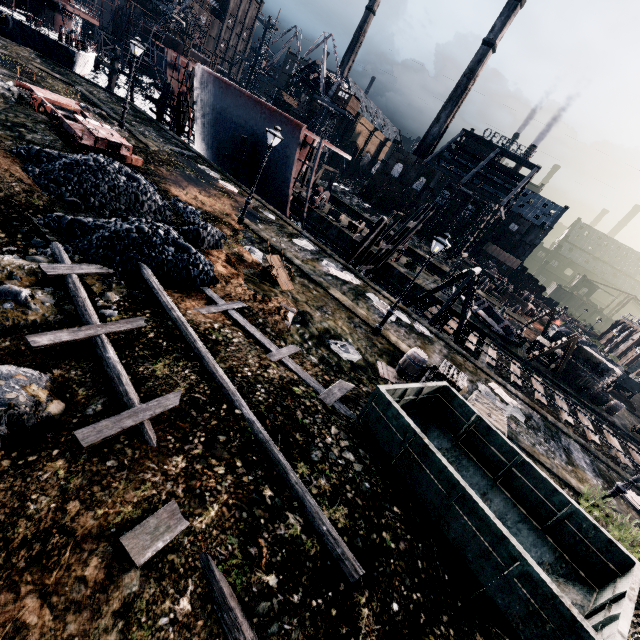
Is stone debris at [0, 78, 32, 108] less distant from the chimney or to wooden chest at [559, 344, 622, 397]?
wooden chest at [559, 344, 622, 397]

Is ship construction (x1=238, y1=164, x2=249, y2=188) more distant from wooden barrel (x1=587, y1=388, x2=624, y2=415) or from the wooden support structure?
wooden barrel (x1=587, y1=388, x2=624, y2=415)

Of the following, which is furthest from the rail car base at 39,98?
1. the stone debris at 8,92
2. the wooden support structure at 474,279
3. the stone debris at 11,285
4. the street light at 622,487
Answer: the street light at 622,487

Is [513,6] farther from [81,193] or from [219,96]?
[81,193]

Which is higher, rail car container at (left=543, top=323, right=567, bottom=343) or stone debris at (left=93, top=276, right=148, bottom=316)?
rail car container at (left=543, top=323, right=567, bottom=343)

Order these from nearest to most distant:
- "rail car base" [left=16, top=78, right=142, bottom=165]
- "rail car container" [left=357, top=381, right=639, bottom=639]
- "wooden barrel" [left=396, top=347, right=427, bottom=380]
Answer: "rail car container" [left=357, top=381, right=639, bottom=639] < "wooden barrel" [left=396, top=347, right=427, bottom=380] < "rail car base" [left=16, top=78, right=142, bottom=165]

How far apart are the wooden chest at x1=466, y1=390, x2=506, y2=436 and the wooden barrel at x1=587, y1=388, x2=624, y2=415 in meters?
23.1

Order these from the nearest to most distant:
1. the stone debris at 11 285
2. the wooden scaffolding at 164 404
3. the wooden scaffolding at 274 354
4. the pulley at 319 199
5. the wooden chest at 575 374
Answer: the wooden scaffolding at 164 404
the stone debris at 11 285
the wooden scaffolding at 274 354
the wooden chest at 575 374
the pulley at 319 199
